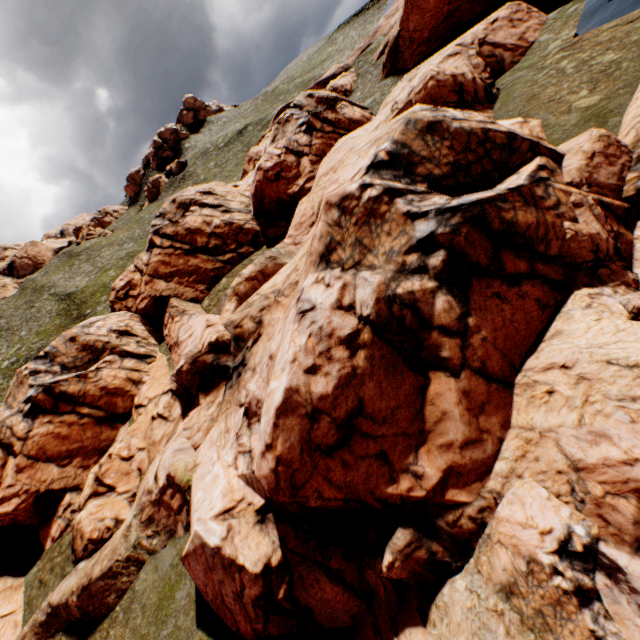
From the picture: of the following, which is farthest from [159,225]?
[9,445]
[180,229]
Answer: [9,445]
